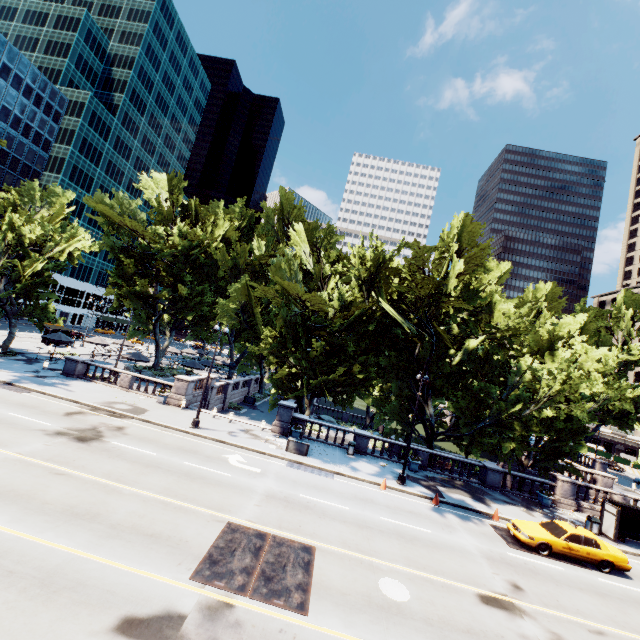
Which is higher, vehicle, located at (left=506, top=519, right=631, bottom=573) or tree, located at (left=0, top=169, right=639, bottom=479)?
tree, located at (left=0, top=169, right=639, bottom=479)

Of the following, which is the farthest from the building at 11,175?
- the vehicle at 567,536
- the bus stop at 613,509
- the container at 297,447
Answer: the bus stop at 613,509

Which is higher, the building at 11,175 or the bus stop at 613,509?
the building at 11,175

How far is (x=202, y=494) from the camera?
13.88m

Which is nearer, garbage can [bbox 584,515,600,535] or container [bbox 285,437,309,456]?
garbage can [bbox 584,515,600,535]

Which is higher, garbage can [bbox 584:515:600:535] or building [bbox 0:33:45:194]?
building [bbox 0:33:45:194]

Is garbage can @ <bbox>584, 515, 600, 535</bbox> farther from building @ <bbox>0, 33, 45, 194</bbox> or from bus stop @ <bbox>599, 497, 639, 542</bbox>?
building @ <bbox>0, 33, 45, 194</bbox>

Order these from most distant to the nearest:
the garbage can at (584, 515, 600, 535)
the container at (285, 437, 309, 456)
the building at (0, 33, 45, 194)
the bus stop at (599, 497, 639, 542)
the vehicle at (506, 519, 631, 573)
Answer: the building at (0, 33, 45, 194) < the container at (285, 437, 309, 456) < the garbage can at (584, 515, 600, 535) < the bus stop at (599, 497, 639, 542) < the vehicle at (506, 519, 631, 573)
